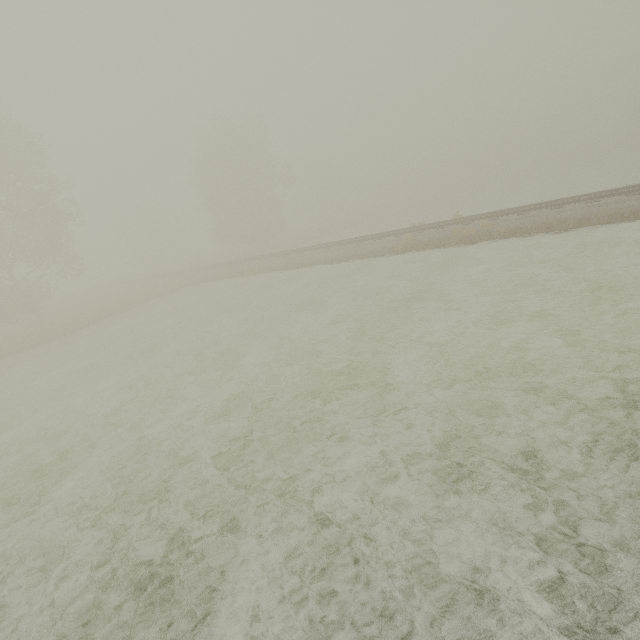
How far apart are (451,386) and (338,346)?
4.1m
